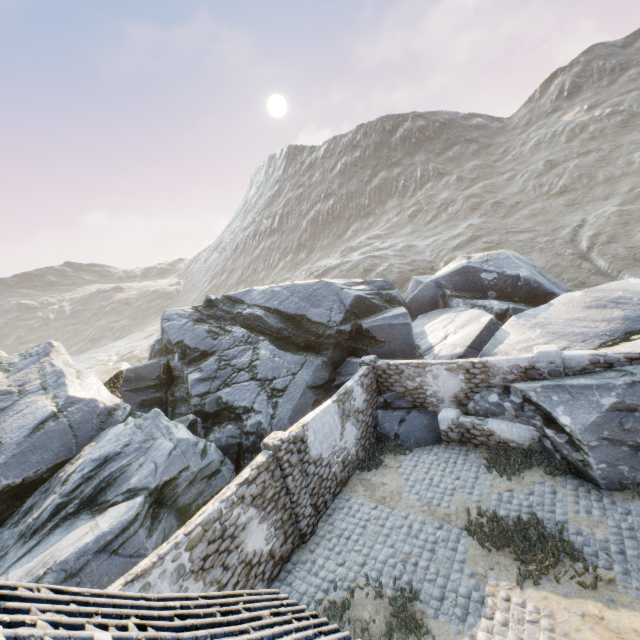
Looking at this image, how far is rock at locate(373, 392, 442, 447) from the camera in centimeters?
1247cm

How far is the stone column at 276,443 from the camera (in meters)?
8.95

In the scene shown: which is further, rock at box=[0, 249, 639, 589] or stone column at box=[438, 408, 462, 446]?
stone column at box=[438, 408, 462, 446]

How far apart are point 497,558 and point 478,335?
8.9m

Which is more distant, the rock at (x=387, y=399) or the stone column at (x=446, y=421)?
the rock at (x=387, y=399)

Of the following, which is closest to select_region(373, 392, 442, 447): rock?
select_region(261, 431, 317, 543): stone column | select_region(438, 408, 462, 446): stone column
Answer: select_region(438, 408, 462, 446): stone column

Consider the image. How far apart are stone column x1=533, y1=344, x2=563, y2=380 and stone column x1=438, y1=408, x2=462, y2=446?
2.78m

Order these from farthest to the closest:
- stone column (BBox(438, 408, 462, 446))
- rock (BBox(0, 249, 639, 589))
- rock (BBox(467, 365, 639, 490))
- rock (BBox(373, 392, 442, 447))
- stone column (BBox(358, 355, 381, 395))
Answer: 1. stone column (BBox(358, 355, 381, 395))
2. rock (BBox(373, 392, 442, 447))
3. stone column (BBox(438, 408, 462, 446))
4. rock (BBox(0, 249, 639, 589))
5. rock (BBox(467, 365, 639, 490))
